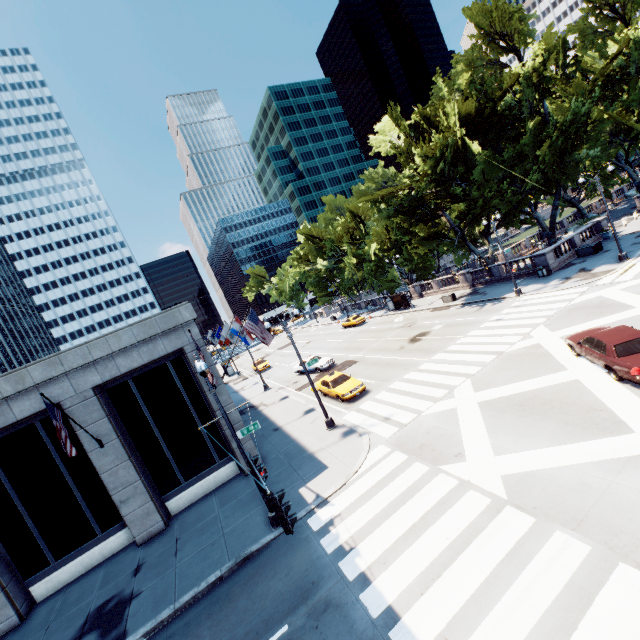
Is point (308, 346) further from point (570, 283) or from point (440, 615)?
point (440, 615)

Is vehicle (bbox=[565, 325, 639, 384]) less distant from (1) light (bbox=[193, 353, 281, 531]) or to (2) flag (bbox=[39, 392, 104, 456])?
(1) light (bbox=[193, 353, 281, 531])

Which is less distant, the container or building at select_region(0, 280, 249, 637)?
building at select_region(0, 280, 249, 637)

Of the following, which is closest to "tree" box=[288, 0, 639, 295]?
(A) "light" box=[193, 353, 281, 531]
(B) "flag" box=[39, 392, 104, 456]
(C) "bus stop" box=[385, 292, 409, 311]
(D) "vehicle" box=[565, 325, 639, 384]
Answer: (C) "bus stop" box=[385, 292, 409, 311]

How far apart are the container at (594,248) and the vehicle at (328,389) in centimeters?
2609cm

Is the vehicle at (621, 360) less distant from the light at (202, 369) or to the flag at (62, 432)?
the light at (202, 369)

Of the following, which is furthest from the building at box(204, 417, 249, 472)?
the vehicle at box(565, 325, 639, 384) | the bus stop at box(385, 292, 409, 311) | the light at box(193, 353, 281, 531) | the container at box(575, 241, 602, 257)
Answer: the container at box(575, 241, 602, 257)

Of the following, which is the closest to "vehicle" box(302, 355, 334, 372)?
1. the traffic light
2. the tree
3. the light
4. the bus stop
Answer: the tree
